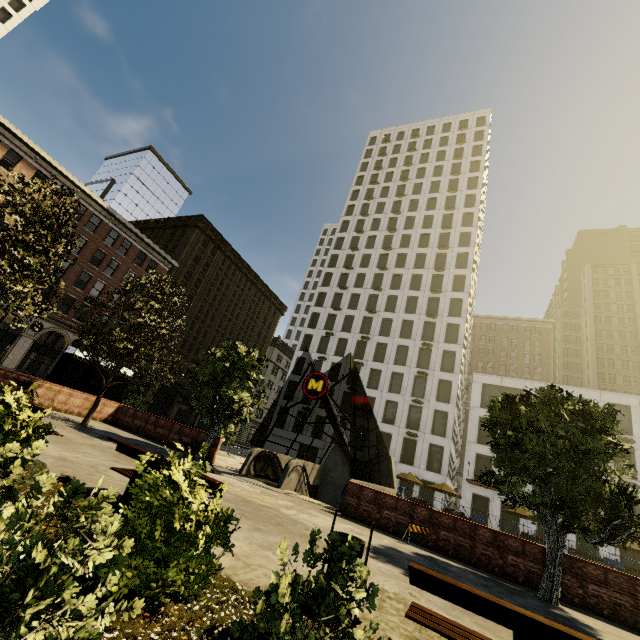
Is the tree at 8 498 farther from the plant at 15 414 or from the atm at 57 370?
the atm at 57 370

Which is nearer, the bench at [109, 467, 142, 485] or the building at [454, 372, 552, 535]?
the bench at [109, 467, 142, 485]

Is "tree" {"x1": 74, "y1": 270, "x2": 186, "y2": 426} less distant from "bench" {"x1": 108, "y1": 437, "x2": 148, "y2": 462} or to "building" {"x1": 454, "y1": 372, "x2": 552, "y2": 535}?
"bench" {"x1": 108, "y1": 437, "x2": 148, "y2": 462}

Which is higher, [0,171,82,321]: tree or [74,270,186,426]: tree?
[0,171,82,321]: tree

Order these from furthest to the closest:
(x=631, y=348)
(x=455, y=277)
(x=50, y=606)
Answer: (x=631, y=348), (x=455, y=277), (x=50, y=606)

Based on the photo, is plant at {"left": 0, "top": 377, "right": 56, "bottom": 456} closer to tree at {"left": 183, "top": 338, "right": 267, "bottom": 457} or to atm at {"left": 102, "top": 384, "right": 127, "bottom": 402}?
tree at {"left": 183, "top": 338, "right": 267, "bottom": 457}

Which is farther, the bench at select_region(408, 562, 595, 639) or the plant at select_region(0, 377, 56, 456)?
the plant at select_region(0, 377, 56, 456)

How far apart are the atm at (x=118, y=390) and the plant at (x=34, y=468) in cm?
1360
